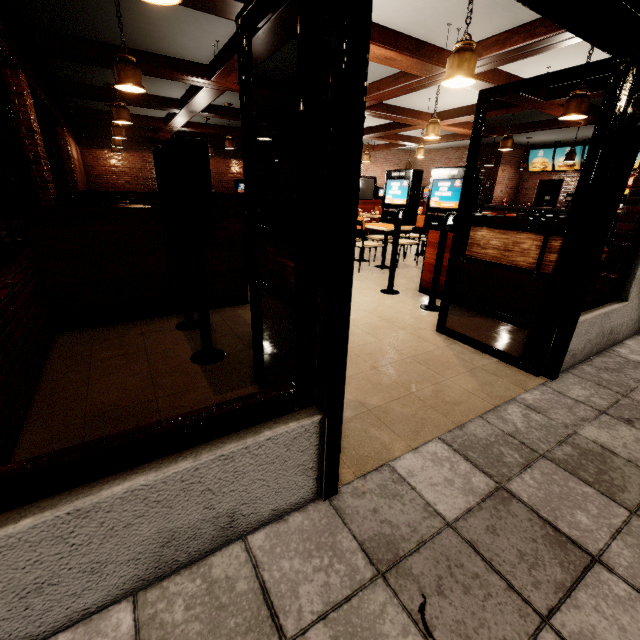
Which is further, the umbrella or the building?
the umbrella

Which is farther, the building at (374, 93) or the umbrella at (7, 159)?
the umbrella at (7, 159)

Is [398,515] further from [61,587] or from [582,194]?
[582,194]
